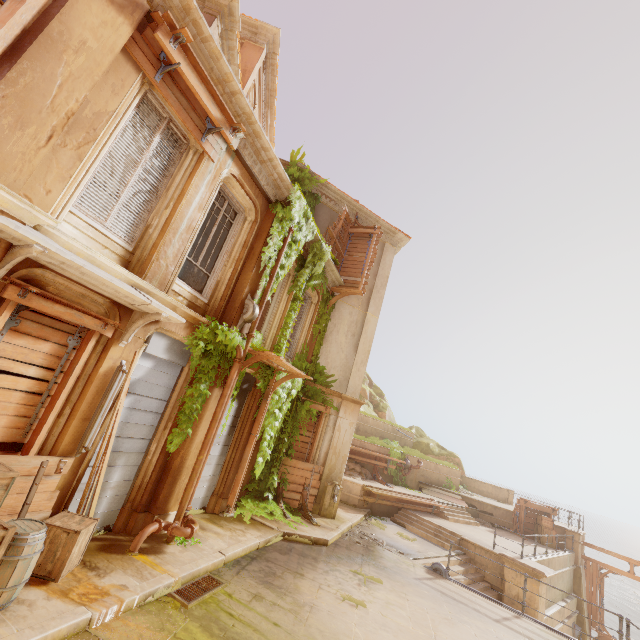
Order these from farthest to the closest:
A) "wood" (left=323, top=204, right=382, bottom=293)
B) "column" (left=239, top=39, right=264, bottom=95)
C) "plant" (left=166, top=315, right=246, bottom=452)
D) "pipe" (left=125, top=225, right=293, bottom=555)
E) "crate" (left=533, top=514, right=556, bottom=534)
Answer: "crate" (left=533, top=514, right=556, bottom=534), "wood" (left=323, top=204, right=382, bottom=293), "column" (left=239, top=39, right=264, bottom=95), "plant" (left=166, top=315, right=246, bottom=452), "pipe" (left=125, top=225, right=293, bottom=555)

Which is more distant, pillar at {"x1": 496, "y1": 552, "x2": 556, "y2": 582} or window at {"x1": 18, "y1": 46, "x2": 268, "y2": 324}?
pillar at {"x1": 496, "y1": 552, "x2": 556, "y2": 582}

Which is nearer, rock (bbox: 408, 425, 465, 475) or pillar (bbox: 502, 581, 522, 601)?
pillar (bbox: 502, 581, 522, 601)

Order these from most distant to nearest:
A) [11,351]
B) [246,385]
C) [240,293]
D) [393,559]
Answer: [393,559] < [246,385] < [240,293] < [11,351]

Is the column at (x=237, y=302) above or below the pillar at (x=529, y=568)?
above

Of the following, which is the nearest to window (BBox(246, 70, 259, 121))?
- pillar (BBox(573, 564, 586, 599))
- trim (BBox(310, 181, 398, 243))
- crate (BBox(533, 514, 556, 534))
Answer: trim (BBox(310, 181, 398, 243))

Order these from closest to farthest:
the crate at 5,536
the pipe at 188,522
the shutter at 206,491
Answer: the crate at 5,536 → the pipe at 188,522 → the shutter at 206,491

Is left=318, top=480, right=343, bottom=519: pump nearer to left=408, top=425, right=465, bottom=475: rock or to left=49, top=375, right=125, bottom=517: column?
left=49, top=375, right=125, bottom=517: column
